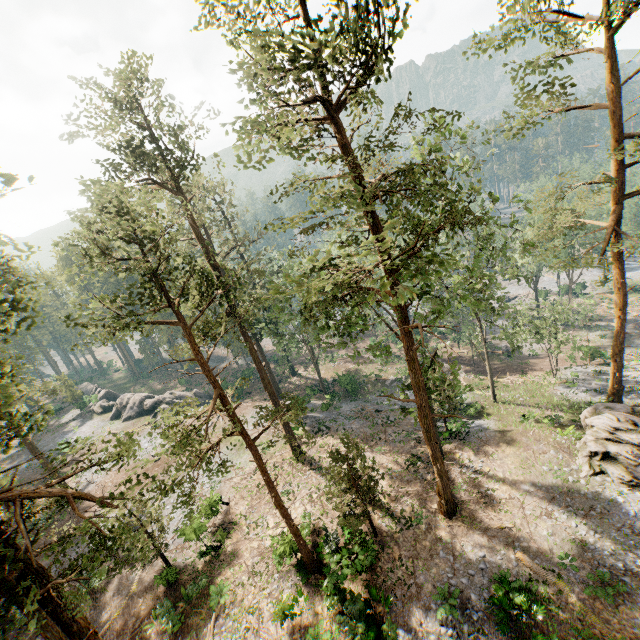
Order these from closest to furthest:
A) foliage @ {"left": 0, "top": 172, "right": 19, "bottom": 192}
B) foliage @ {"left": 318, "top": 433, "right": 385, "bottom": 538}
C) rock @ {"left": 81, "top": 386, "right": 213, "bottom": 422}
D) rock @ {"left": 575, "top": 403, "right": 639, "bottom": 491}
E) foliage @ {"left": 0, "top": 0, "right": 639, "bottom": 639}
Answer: foliage @ {"left": 0, "top": 172, "right": 19, "bottom": 192}
foliage @ {"left": 0, "top": 0, "right": 639, "bottom": 639}
foliage @ {"left": 318, "top": 433, "right": 385, "bottom": 538}
rock @ {"left": 575, "top": 403, "right": 639, "bottom": 491}
rock @ {"left": 81, "top": 386, "right": 213, "bottom": 422}

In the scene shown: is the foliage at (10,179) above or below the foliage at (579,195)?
above

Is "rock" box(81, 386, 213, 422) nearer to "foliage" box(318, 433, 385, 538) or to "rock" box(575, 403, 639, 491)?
"foliage" box(318, 433, 385, 538)

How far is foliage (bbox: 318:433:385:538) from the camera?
18.02m

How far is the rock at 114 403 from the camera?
45.6m

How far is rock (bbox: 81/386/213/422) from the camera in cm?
4562

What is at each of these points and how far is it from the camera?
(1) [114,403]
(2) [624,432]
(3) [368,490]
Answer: (1) rock, 52.09m
(2) rock, 19.89m
(3) foliage, 20.42m
